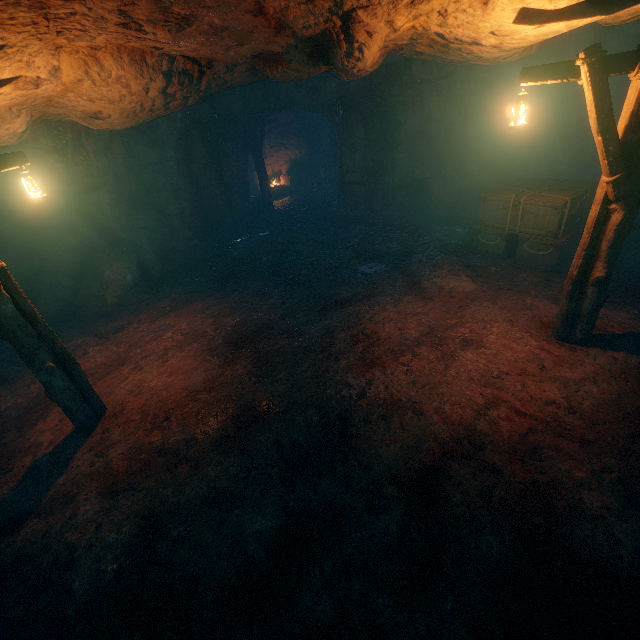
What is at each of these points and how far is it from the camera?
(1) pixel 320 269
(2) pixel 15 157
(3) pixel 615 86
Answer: (1) burlap sack, 9.7m
(2) lantern, 4.7m
(3) burlap sack, 8.5m

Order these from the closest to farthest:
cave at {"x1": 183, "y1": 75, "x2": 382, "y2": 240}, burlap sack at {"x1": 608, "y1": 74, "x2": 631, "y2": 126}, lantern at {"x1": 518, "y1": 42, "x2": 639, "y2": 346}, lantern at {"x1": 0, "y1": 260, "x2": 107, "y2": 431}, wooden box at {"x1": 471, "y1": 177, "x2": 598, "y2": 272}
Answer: lantern at {"x1": 518, "y1": 42, "x2": 639, "y2": 346}, lantern at {"x1": 0, "y1": 260, "x2": 107, "y2": 431}, wooden box at {"x1": 471, "y1": 177, "x2": 598, "y2": 272}, burlap sack at {"x1": 608, "y1": 74, "x2": 631, "y2": 126}, cave at {"x1": 183, "y1": 75, "x2": 382, "y2": 240}

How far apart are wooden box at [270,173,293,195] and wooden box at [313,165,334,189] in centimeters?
157cm

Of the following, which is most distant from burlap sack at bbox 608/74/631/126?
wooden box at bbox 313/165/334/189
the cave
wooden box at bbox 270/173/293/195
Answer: wooden box at bbox 270/173/293/195

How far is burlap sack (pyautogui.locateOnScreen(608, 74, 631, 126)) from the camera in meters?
8.4

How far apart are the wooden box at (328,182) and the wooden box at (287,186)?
1.6 meters

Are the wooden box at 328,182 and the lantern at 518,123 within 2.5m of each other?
Answer: no

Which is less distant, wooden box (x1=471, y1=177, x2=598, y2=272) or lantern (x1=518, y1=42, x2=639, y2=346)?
lantern (x1=518, y1=42, x2=639, y2=346)
